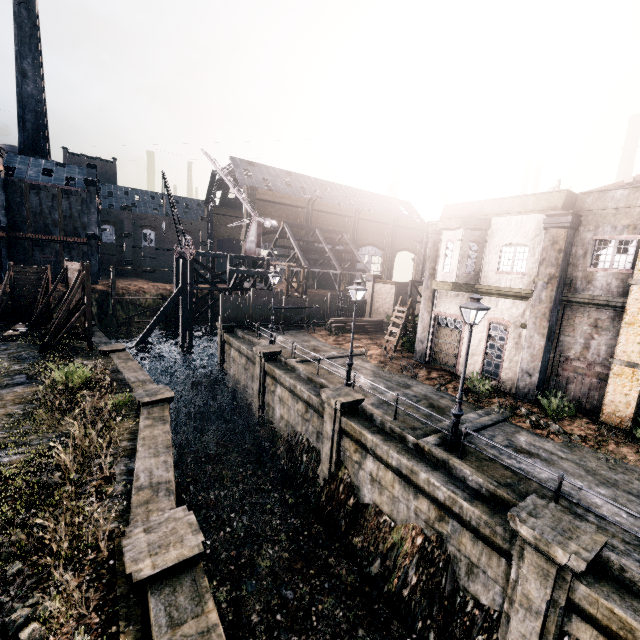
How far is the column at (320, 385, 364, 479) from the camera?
14.81m

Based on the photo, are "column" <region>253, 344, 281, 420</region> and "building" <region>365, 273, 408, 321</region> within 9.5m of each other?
no

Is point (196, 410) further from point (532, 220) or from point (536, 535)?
point (532, 220)

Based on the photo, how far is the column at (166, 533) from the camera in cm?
658

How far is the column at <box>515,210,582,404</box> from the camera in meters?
15.4 m

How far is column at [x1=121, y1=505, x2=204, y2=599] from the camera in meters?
6.6 m

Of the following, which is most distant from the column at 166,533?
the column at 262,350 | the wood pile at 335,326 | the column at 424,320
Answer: the wood pile at 335,326

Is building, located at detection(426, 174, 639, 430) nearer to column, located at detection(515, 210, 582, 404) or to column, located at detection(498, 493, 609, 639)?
column, located at detection(515, 210, 582, 404)
